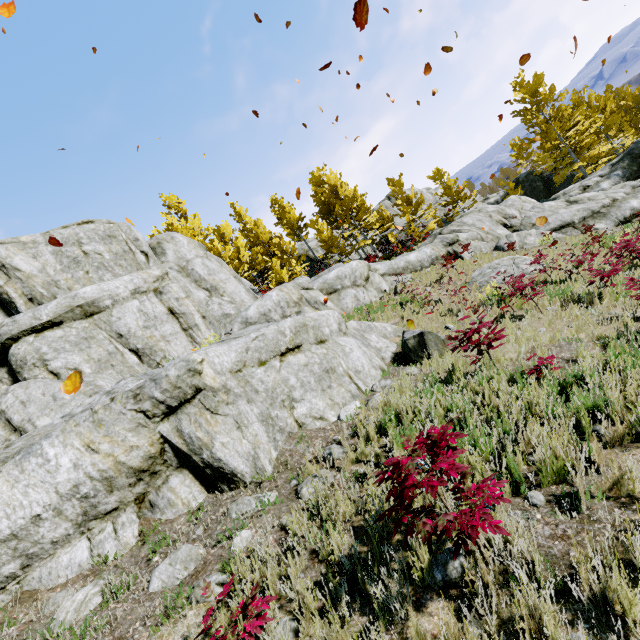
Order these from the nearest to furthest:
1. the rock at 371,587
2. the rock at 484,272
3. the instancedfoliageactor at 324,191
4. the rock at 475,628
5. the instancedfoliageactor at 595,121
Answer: the rock at 475,628, the rock at 371,587, the rock at 484,272, the instancedfoliageactor at 324,191, the instancedfoliageactor at 595,121

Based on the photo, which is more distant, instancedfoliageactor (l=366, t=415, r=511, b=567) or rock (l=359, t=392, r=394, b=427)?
rock (l=359, t=392, r=394, b=427)

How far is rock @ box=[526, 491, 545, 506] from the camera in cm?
296

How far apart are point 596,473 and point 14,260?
16.6m

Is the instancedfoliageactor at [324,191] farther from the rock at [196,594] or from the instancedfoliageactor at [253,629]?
the instancedfoliageactor at [253,629]

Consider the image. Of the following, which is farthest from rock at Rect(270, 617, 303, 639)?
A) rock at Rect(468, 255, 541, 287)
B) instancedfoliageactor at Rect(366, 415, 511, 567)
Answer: rock at Rect(468, 255, 541, 287)

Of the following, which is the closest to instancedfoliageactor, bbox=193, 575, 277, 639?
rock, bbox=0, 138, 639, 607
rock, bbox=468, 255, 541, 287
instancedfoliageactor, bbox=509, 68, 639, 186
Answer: rock, bbox=0, 138, 639, 607

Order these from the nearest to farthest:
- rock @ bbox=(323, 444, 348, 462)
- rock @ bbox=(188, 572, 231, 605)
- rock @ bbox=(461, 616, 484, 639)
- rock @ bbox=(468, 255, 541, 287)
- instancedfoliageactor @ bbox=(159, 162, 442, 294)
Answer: rock @ bbox=(461, 616, 484, 639) → rock @ bbox=(188, 572, 231, 605) → rock @ bbox=(323, 444, 348, 462) → rock @ bbox=(468, 255, 541, 287) → instancedfoliageactor @ bbox=(159, 162, 442, 294)
